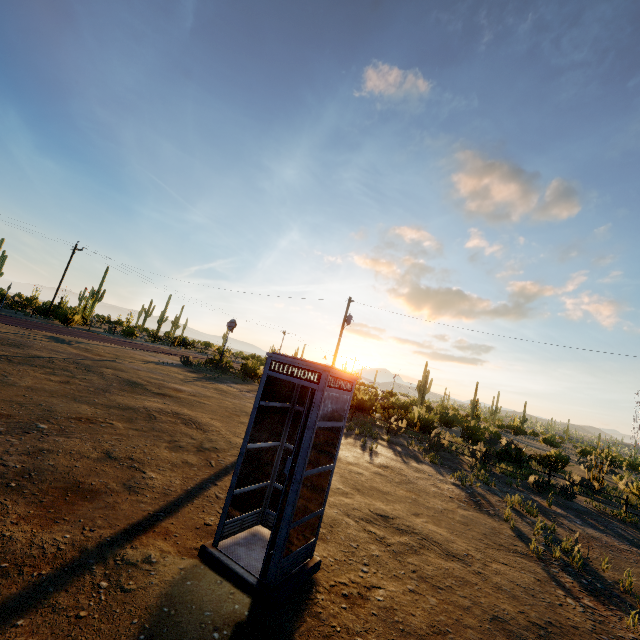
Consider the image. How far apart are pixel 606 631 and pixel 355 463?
6.7m

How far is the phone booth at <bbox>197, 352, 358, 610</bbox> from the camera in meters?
3.8

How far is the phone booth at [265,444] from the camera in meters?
3.8 m
